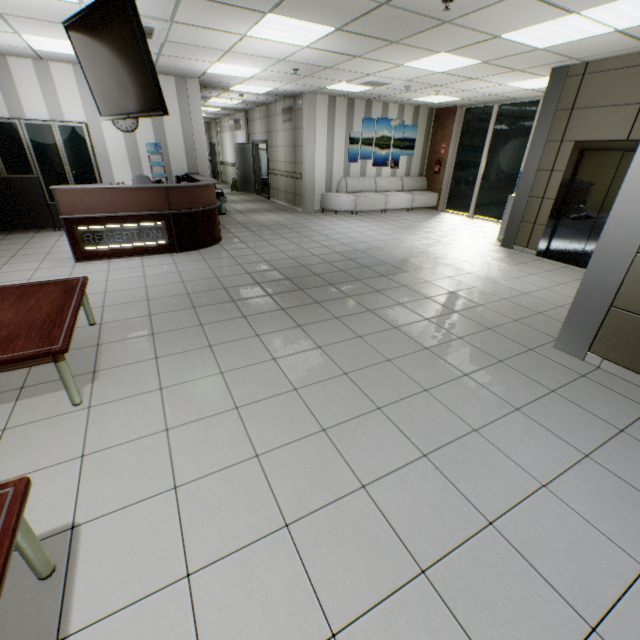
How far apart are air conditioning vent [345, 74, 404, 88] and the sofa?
2.9 meters

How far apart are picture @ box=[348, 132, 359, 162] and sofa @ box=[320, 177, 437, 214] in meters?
0.3

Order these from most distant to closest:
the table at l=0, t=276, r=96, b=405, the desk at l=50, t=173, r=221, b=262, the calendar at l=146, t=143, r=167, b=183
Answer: the calendar at l=146, t=143, r=167, b=183
the desk at l=50, t=173, r=221, b=262
the table at l=0, t=276, r=96, b=405

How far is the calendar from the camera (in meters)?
7.98

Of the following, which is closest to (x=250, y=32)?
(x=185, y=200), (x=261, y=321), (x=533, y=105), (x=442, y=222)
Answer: (x=185, y=200)

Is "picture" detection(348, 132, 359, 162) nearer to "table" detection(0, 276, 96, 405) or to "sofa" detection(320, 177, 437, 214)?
"sofa" detection(320, 177, 437, 214)

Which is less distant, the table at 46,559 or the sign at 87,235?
the table at 46,559

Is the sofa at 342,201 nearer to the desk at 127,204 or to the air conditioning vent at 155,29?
the desk at 127,204
